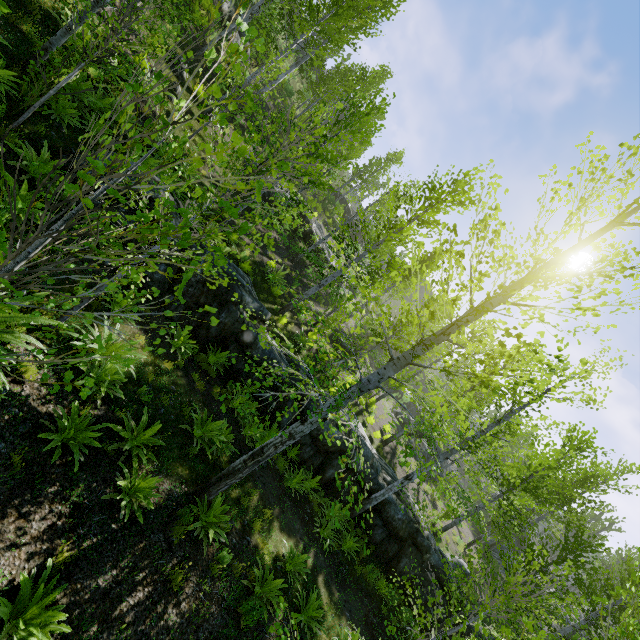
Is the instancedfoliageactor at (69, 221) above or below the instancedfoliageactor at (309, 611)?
above

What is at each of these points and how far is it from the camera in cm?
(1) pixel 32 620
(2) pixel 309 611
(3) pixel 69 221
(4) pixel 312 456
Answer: (1) instancedfoliageactor, 352
(2) instancedfoliageactor, 723
(3) instancedfoliageactor, 200
(4) rock, 1175

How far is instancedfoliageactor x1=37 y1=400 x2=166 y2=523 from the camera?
4.83m

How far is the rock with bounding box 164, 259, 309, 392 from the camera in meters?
9.5 m

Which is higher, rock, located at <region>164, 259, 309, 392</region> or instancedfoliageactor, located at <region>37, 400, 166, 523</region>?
rock, located at <region>164, 259, 309, 392</region>

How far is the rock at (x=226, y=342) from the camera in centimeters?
945cm
